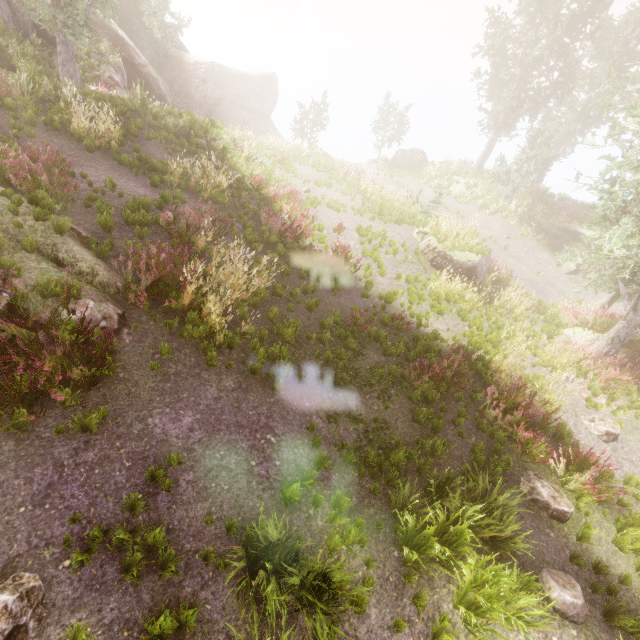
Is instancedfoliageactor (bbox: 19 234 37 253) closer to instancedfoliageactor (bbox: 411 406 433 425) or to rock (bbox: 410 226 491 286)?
instancedfoliageactor (bbox: 411 406 433 425)

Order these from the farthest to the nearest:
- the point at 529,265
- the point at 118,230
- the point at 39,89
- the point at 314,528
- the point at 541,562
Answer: the point at 529,265
the point at 39,89
the point at 118,230
the point at 541,562
the point at 314,528

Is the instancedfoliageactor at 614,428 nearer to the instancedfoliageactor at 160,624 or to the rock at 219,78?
the rock at 219,78

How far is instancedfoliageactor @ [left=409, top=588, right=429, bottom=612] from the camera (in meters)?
4.30

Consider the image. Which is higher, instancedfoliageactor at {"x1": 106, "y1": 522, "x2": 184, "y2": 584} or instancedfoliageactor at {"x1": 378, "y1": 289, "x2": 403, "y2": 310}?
instancedfoliageactor at {"x1": 106, "y1": 522, "x2": 184, "y2": 584}

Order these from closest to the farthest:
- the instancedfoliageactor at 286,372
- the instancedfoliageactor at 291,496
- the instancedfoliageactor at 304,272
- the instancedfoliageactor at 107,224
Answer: the instancedfoliageactor at 291,496 → the instancedfoliageactor at 286,372 → the instancedfoliageactor at 107,224 → the instancedfoliageactor at 304,272

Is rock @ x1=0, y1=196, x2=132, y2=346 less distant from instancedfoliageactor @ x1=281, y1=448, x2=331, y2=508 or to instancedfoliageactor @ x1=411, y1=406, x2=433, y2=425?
instancedfoliageactor @ x1=281, y1=448, x2=331, y2=508

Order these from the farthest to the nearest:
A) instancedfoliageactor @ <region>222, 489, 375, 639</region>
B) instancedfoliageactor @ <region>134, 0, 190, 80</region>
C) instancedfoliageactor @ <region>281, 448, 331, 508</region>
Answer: instancedfoliageactor @ <region>134, 0, 190, 80</region> < instancedfoliageactor @ <region>281, 448, 331, 508</region> < instancedfoliageactor @ <region>222, 489, 375, 639</region>
